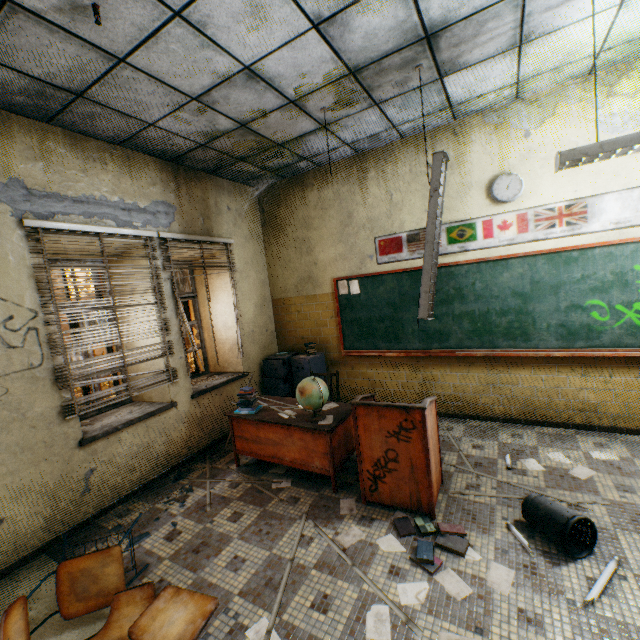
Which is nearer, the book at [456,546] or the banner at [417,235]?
the book at [456,546]

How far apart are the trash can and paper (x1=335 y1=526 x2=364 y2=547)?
1.27m

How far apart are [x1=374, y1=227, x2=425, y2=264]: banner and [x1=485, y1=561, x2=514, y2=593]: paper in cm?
330

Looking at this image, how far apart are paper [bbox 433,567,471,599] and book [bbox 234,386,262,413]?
2.0m

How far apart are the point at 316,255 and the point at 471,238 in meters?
2.4

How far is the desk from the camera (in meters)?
3.29

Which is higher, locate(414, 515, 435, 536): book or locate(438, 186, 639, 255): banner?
locate(438, 186, 639, 255): banner

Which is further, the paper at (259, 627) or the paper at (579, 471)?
the paper at (579, 471)
